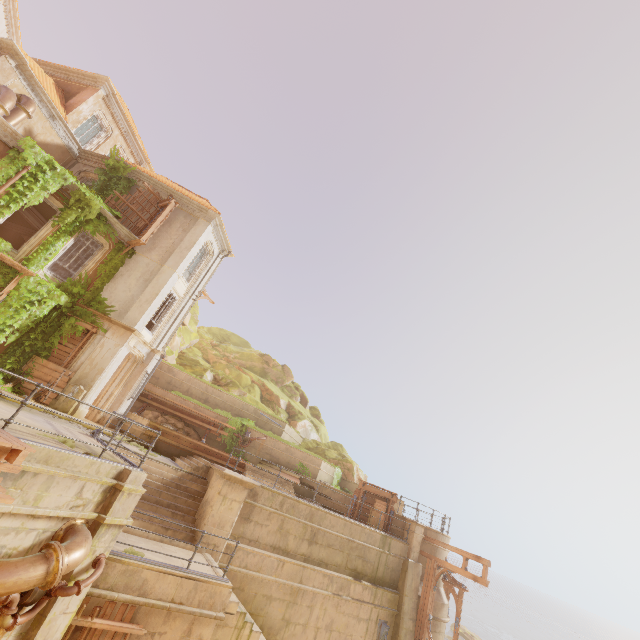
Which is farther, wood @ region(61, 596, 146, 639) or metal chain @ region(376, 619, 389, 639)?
metal chain @ region(376, 619, 389, 639)

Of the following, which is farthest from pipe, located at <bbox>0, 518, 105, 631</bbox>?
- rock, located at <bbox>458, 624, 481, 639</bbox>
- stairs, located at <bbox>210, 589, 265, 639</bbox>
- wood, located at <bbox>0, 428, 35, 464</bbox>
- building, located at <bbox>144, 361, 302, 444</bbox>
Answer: rock, located at <bbox>458, 624, 481, 639</bbox>

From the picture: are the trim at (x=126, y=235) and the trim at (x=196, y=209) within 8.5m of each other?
yes

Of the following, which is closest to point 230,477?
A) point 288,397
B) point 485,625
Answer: point 288,397

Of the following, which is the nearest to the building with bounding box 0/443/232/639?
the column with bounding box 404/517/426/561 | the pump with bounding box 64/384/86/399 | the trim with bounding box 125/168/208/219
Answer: the pump with bounding box 64/384/86/399

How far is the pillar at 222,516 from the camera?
11.30m

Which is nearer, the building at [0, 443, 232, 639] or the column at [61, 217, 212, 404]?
the building at [0, 443, 232, 639]

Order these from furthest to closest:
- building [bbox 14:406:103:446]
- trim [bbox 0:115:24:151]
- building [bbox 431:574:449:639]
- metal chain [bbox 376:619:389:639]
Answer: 1. building [bbox 431:574:449:639]
2. metal chain [bbox 376:619:389:639]
3. trim [bbox 0:115:24:151]
4. building [bbox 14:406:103:446]
